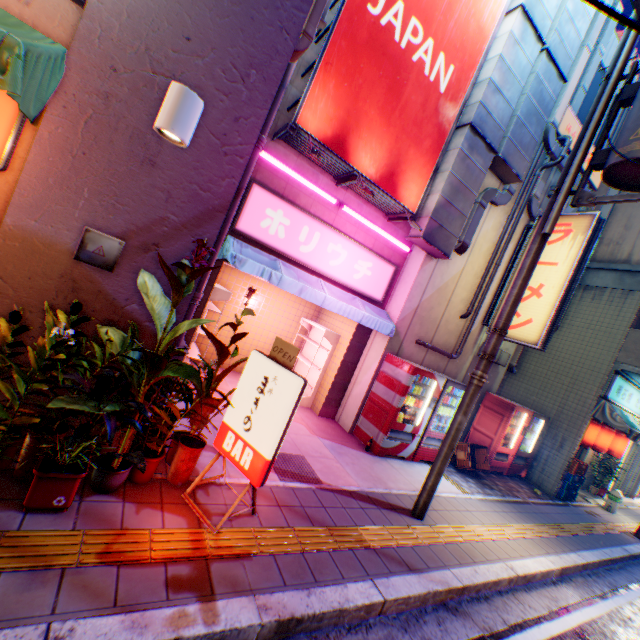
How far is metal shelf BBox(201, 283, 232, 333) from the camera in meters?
6.4

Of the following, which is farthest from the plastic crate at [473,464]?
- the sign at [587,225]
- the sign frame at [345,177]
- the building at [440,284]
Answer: the sign frame at [345,177]

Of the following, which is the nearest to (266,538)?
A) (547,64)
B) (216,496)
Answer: (216,496)

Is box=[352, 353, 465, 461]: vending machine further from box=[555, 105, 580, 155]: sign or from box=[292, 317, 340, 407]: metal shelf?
box=[555, 105, 580, 155]: sign

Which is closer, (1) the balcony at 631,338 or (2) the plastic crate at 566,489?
(1) the balcony at 631,338

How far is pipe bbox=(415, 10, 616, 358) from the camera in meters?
7.7 m

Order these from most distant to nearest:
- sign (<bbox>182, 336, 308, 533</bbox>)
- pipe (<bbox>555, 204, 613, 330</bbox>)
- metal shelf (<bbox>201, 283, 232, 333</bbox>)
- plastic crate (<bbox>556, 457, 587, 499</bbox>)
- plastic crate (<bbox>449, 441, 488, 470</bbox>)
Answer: pipe (<bbox>555, 204, 613, 330</bbox>), plastic crate (<bbox>556, 457, 587, 499</bbox>), plastic crate (<bbox>449, 441, 488, 470</bbox>), metal shelf (<bbox>201, 283, 232, 333</bbox>), sign (<bbox>182, 336, 308, 533</bbox>)

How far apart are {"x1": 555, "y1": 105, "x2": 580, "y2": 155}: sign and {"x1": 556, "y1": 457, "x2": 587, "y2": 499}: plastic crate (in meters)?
7.92
